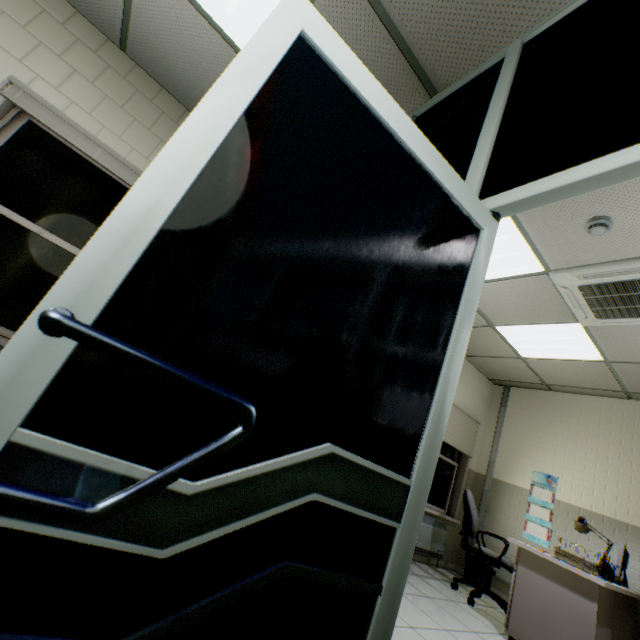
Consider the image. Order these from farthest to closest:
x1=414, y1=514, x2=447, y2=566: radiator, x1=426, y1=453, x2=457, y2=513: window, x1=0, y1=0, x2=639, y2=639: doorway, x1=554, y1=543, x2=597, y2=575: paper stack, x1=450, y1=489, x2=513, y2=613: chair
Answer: x1=426, y1=453, x2=457, y2=513: window < x1=414, y1=514, x2=447, y2=566: radiator < x1=450, y1=489, x2=513, y2=613: chair < x1=554, y1=543, x2=597, y2=575: paper stack < x1=0, y1=0, x2=639, y2=639: doorway

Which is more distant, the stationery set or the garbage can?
the garbage can

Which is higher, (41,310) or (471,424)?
(471,424)

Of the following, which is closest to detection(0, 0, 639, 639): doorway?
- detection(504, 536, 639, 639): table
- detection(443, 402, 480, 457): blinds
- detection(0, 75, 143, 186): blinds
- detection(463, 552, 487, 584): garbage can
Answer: detection(0, 75, 143, 186): blinds

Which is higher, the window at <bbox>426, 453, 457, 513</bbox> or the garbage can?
the window at <bbox>426, 453, 457, 513</bbox>

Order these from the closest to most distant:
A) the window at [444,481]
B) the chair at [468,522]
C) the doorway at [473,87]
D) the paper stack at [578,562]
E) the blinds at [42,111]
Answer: the doorway at [473,87] < the blinds at [42,111] < the paper stack at [578,562] < the chair at [468,522] < the window at [444,481]

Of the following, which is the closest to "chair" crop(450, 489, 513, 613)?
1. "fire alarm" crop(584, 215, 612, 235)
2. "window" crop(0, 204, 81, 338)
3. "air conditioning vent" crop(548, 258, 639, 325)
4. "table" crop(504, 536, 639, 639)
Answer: "table" crop(504, 536, 639, 639)

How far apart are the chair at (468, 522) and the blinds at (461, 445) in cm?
122
